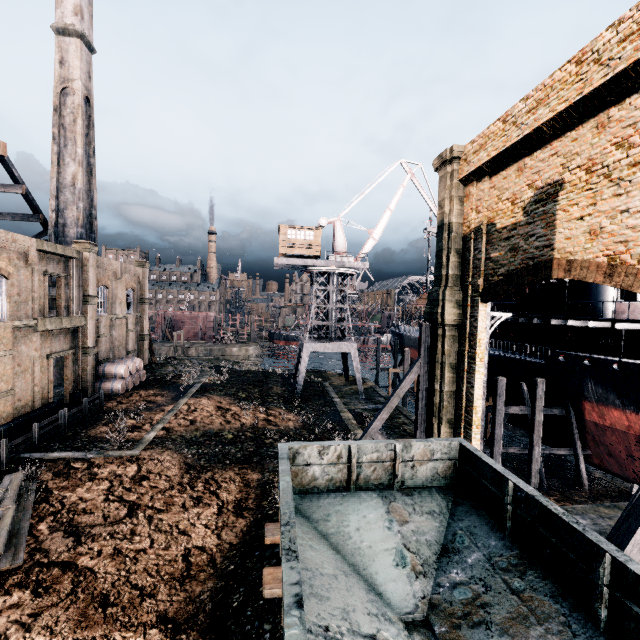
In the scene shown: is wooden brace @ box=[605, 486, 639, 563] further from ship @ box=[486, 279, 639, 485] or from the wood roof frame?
the wood roof frame

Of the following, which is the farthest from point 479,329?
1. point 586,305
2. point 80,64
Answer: point 80,64

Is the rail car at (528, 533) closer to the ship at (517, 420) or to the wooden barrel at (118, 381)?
the ship at (517, 420)

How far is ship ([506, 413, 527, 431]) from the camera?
27.1m

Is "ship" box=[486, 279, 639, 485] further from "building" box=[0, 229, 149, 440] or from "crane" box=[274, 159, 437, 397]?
"building" box=[0, 229, 149, 440]

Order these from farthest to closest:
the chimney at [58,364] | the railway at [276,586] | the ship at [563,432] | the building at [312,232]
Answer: → the building at [312,232] → the chimney at [58,364] → the ship at [563,432] → the railway at [276,586]

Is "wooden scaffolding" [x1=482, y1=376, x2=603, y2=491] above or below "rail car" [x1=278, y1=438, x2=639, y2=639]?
below

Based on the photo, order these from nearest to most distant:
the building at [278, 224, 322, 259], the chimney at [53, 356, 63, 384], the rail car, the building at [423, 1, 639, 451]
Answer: the rail car → the building at [423, 1, 639, 451] → the chimney at [53, 356, 63, 384] → the building at [278, 224, 322, 259]
